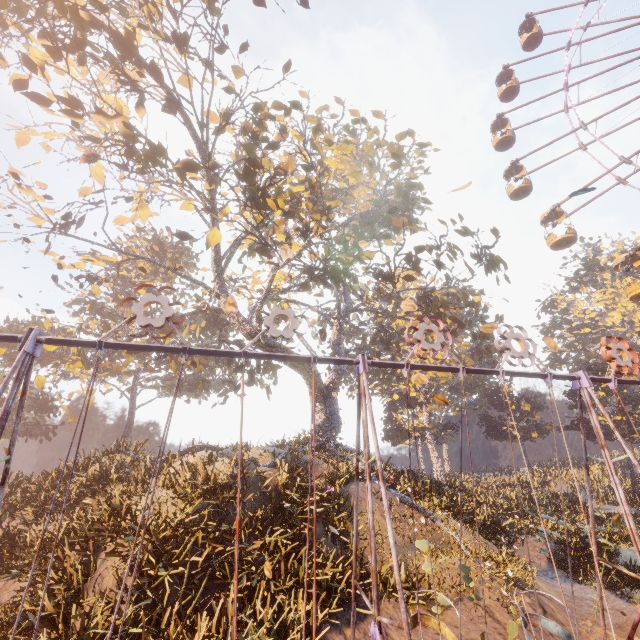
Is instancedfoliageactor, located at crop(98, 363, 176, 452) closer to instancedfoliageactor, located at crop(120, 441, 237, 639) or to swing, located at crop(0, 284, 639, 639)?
instancedfoliageactor, located at crop(120, 441, 237, 639)

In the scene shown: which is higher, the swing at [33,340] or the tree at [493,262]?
the tree at [493,262]

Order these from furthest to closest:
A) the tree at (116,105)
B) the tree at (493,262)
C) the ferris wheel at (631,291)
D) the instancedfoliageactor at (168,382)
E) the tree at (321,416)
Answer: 1. the instancedfoliageactor at (168,382)
2. the tree at (321,416)
3. the ferris wheel at (631,291)
4. the tree at (493,262)
5. the tree at (116,105)

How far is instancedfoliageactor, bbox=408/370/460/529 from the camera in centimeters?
1410cm

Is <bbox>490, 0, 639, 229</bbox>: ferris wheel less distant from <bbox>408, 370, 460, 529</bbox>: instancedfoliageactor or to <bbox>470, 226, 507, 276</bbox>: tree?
<bbox>470, 226, 507, 276</bbox>: tree

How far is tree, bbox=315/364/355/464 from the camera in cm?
2043

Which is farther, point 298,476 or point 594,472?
point 594,472

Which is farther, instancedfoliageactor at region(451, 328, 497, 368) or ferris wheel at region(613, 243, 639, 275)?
instancedfoliageactor at region(451, 328, 497, 368)
